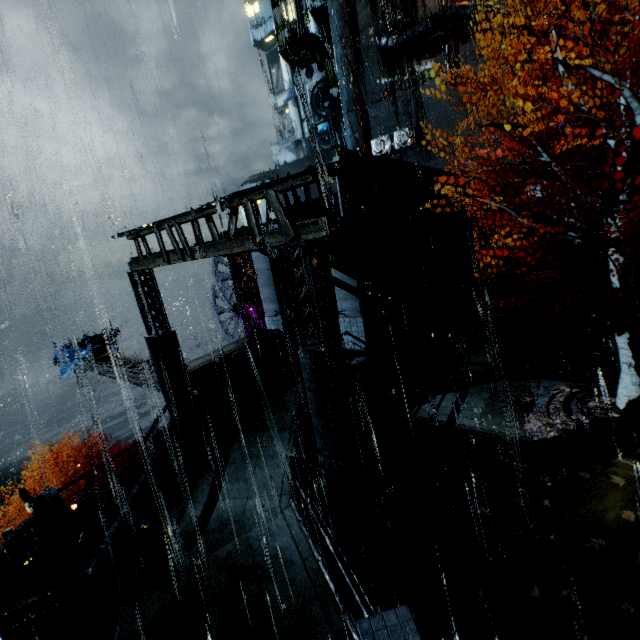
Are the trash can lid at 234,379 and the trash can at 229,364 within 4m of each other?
yes

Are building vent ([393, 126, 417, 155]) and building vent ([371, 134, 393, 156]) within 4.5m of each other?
yes

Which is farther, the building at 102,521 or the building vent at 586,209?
the building vent at 586,209

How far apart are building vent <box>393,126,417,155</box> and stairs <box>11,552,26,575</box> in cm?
3554

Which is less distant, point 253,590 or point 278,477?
point 253,590

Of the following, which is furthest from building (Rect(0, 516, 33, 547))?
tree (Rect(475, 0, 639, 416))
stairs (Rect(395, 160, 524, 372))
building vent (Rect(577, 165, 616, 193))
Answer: tree (Rect(475, 0, 639, 416))

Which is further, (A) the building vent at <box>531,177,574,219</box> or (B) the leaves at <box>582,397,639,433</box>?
(A) the building vent at <box>531,177,574,219</box>

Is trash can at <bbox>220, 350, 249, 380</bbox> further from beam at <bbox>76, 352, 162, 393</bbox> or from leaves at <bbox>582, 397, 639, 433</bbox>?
leaves at <bbox>582, 397, 639, 433</bbox>
